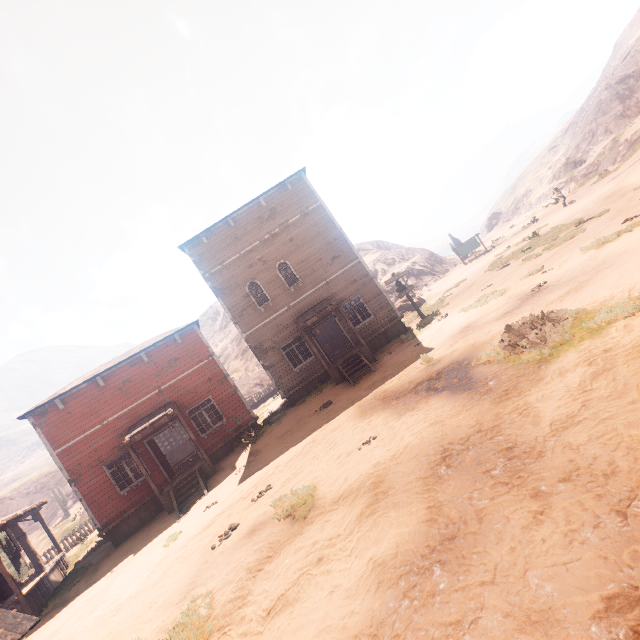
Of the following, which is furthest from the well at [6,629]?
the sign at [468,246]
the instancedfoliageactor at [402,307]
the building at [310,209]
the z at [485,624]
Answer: the sign at [468,246]

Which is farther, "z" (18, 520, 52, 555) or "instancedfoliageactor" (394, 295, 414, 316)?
"z" (18, 520, 52, 555)

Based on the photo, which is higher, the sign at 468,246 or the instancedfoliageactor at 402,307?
the sign at 468,246

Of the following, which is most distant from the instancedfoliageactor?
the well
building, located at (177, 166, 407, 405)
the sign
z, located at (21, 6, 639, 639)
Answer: the well

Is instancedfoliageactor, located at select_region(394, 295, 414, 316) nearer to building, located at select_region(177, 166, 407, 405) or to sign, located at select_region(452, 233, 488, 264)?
A: building, located at select_region(177, 166, 407, 405)

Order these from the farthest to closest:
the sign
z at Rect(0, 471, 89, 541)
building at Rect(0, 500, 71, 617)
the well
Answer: z at Rect(0, 471, 89, 541) < the sign < building at Rect(0, 500, 71, 617) < the well

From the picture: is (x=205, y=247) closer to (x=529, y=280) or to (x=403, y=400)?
(x=403, y=400)

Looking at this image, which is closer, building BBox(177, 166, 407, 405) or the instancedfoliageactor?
building BBox(177, 166, 407, 405)
